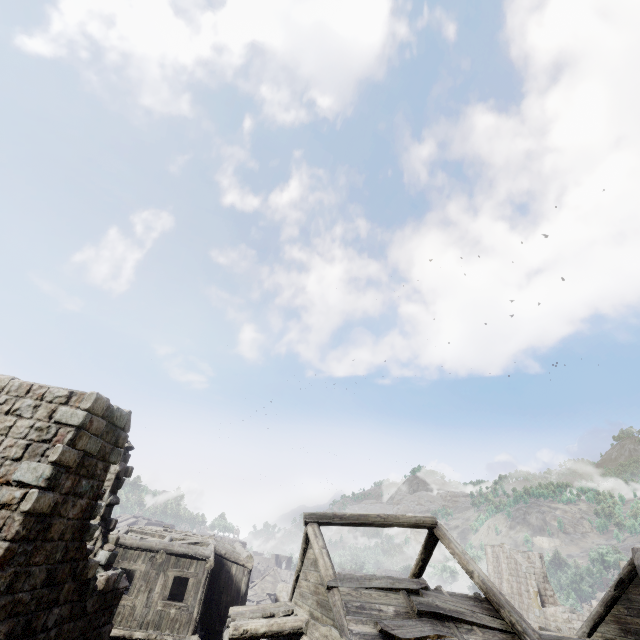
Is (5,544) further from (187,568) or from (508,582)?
(508,582)
